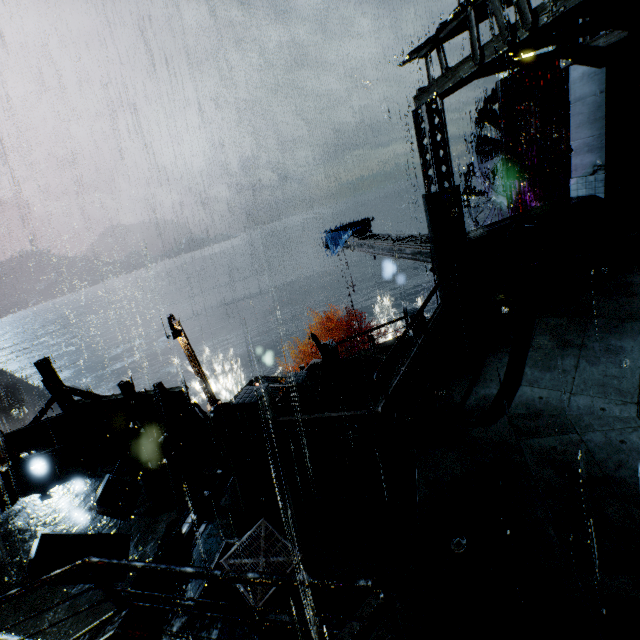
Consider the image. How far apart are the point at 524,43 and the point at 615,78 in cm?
726

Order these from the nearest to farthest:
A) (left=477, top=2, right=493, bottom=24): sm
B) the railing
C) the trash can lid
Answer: the railing < (left=477, top=2, right=493, bottom=24): sm < the trash can lid

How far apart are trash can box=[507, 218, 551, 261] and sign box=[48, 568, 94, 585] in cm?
1317

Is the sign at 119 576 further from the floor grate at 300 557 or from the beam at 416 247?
the beam at 416 247

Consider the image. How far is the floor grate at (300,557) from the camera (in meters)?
5.50

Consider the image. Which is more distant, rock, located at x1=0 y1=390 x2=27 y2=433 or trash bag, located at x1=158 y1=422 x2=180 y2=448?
rock, located at x1=0 y1=390 x2=27 y2=433

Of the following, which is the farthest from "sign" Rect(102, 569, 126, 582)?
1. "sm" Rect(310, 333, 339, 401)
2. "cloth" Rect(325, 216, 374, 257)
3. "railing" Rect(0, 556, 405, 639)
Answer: "cloth" Rect(325, 216, 374, 257)

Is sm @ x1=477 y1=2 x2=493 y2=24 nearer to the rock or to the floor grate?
the floor grate
